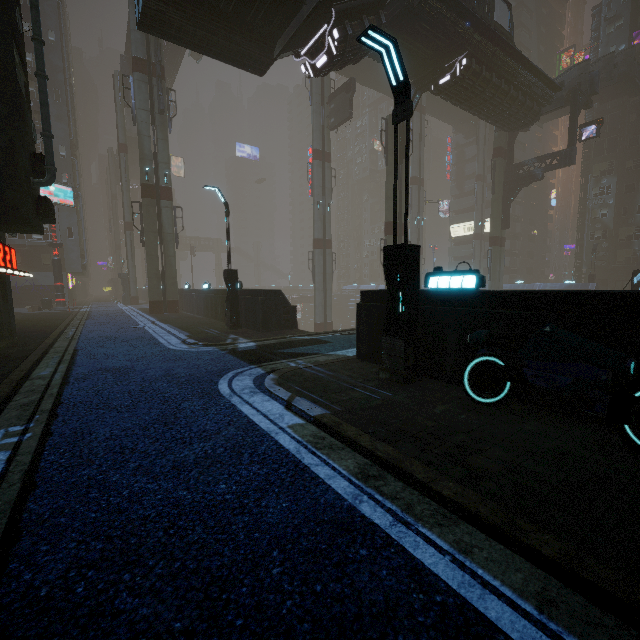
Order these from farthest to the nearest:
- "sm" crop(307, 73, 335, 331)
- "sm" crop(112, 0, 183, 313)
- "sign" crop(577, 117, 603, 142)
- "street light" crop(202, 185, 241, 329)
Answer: "sm" crop(307, 73, 335, 331), "sign" crop(577, 117, 603, 142), "sm" crop(112, 0, 183, 313), "street light" crop(202, 185, 241, 329)

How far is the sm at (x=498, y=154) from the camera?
33.1m

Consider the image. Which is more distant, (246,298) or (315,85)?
(315,85)

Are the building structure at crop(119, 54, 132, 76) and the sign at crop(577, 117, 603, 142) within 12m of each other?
no

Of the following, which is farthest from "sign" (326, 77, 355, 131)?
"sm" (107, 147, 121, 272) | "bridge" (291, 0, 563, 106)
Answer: "sm" (107, 147, 121, 272)

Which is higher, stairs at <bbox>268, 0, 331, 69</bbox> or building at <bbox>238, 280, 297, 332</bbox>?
stairs at <bbox>268, 0, 331, 69</bbox>

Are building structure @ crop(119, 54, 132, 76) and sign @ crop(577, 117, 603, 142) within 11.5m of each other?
no

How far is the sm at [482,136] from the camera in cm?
4969
